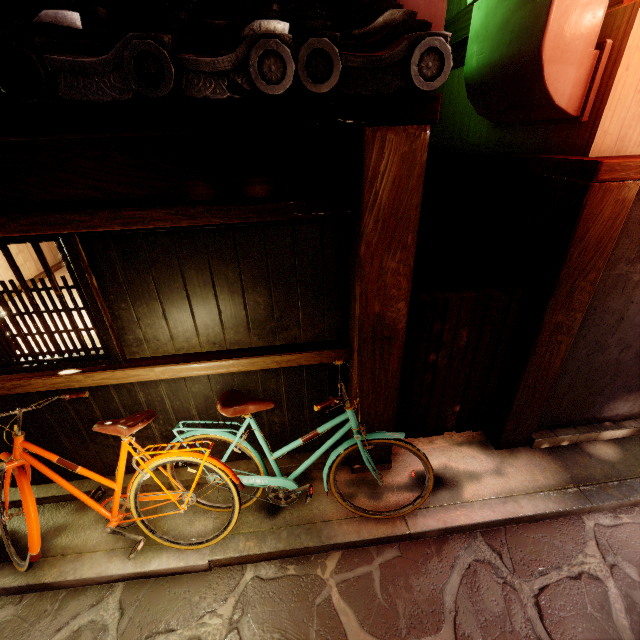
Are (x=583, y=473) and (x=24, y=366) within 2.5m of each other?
no

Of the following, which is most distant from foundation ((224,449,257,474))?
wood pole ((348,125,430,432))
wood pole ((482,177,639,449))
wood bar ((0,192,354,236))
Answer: wood pole ((482,177,639,449))

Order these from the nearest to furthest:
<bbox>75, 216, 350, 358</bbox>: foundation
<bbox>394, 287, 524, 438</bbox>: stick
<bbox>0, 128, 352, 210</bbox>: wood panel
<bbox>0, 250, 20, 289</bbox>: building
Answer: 1. <bbox>0, 128, 352, 210</bbox>: wood panel
2. <bbox>75, 216, 350, 358</bbox>: foundation
3. <bbox>394, 287, 524, 438</bbox>: stick
4. <bbox>0, 250, 20, 289</bbox>: building

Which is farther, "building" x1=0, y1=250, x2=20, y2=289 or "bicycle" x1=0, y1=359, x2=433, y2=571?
"building" x1=0, y1=250, x2=20, y2=289

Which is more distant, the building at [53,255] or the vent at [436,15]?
the building at [53,255]

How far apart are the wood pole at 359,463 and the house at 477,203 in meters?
2.6

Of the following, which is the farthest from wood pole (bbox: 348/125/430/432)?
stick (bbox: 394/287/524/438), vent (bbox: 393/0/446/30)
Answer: vent (bbox: 393/0/446/30)

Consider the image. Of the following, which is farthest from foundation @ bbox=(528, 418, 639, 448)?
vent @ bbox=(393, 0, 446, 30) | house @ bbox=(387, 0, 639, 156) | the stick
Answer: vent @ bbox=(393, 0, 446, 30)
